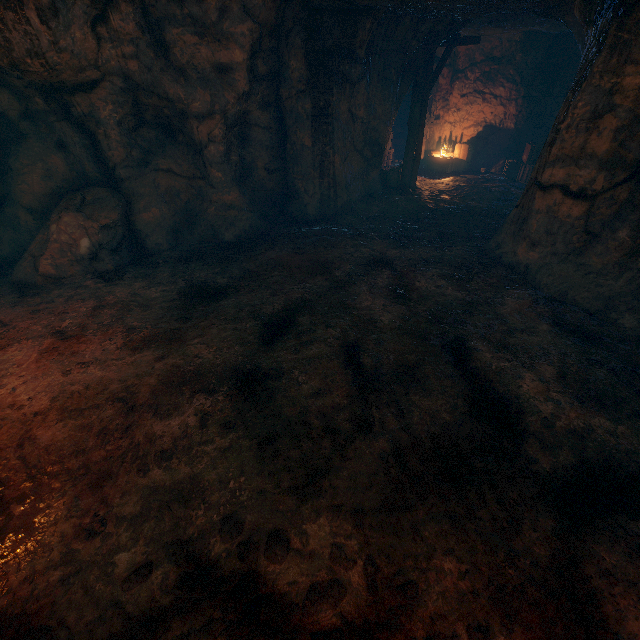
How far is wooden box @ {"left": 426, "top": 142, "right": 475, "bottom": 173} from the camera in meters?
13.8

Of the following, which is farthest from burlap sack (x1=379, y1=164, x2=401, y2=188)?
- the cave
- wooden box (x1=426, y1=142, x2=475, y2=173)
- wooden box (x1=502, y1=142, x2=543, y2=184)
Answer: wooden box (x1=426, y1=142, x2=475, y2=173)

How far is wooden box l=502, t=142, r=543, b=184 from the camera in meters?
11.7

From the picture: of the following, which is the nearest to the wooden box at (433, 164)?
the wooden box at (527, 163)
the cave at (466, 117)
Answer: the cave at (466, 117)

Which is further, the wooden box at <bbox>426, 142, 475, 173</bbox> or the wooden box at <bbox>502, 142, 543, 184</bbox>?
the wooden box at <bbox>426, 142, 475, 173</bbox>

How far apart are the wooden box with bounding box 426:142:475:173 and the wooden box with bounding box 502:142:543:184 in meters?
1.6 m

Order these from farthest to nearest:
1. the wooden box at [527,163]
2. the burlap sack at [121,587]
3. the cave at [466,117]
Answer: the wooden box at [527,163] < the cave at [466,117] < the burlap sack at [121,587]

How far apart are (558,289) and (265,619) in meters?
6.2
